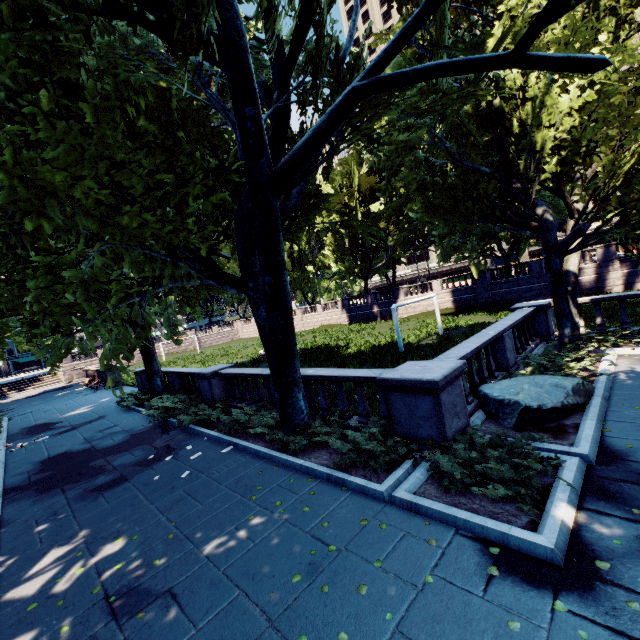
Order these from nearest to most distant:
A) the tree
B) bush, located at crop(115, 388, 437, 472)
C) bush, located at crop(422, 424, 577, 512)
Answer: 1. bush, located at crop(422, 424, 577, 512)
2. the tree
3. bush, located at crop(115, 388, 437, 472)

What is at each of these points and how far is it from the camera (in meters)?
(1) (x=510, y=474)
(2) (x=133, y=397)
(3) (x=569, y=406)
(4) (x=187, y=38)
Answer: (1) bush, 5.01
(2) bush, 17.84
(3) rock, 7.24
(4) tree, 4.24

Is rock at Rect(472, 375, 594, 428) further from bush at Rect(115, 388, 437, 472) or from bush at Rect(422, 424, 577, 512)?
bush at Rect(115, 388, 437, 472)

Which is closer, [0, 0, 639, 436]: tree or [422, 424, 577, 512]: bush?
[422, 424, 577, 512]: bush

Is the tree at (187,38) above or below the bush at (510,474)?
above

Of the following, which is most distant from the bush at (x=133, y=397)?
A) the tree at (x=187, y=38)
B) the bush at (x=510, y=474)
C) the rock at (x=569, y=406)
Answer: the rock at (x=569, y=406)

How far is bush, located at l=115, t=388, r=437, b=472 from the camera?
6.6 meters

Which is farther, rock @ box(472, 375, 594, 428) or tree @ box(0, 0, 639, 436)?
rock @ box(472, 375, 594, 428)
